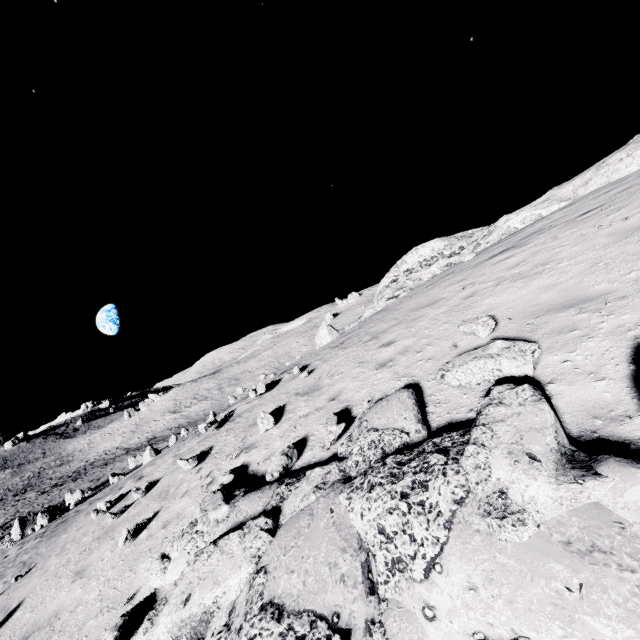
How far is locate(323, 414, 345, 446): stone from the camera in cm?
538

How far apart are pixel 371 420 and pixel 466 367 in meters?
1.6

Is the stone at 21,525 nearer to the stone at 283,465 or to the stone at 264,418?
the stone at 264,418

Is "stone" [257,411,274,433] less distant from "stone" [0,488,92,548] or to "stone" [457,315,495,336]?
"stone" [457,315,495,336]

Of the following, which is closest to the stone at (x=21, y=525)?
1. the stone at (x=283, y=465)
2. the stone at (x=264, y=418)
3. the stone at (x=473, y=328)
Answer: the stone at (x=264, y=418)

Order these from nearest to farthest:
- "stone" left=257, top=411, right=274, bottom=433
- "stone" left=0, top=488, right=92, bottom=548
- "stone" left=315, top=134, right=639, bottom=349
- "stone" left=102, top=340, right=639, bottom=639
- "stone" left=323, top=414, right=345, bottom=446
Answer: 1. "stone" left=102, top=340, right=639, bottom=639
2. "stone" left=323, top=414, right=345, bottom=446
3. "stone" left=257, top=411, right=274, bottom=433
4. "stone" left=315, top=134, right=639, bottom=349
5. "stone" left=0, top=488, right=92, bottom=548

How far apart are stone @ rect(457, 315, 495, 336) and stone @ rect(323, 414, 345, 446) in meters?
2.9

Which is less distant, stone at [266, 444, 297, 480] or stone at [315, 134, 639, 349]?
stone at [266, 444, 297, 480]
